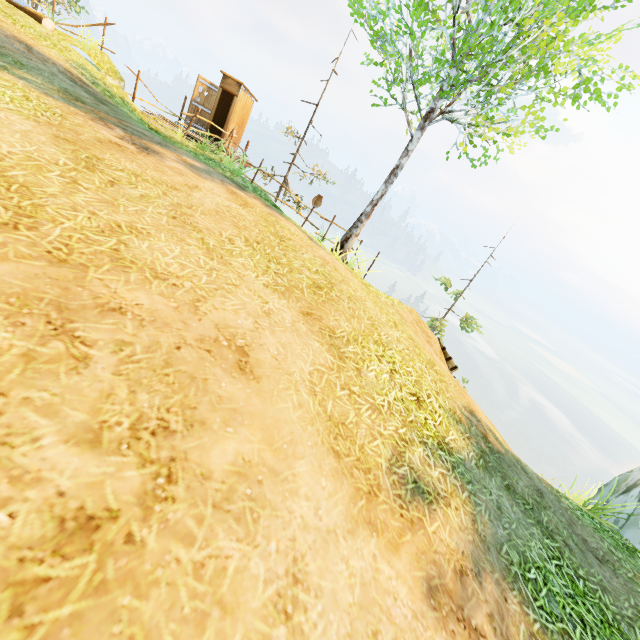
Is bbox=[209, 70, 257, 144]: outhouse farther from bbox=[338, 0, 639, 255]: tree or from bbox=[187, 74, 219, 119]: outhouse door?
bbox=[338, 0, 639, 255]: tree

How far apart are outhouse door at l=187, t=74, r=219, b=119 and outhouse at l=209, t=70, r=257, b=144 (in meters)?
0.03

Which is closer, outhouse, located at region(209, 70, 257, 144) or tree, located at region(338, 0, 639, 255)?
tree, located at region(338, 0, 639, 255)

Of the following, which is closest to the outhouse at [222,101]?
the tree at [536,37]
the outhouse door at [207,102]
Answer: the outhouse door at [207,102]

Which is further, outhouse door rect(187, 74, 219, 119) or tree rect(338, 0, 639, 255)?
outhouse door rect(187, 74, 219, 119)

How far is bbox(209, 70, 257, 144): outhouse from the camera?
14.19m

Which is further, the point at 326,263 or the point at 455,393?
the point at 326,263

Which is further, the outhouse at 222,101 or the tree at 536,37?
the outhouse at 222,101
